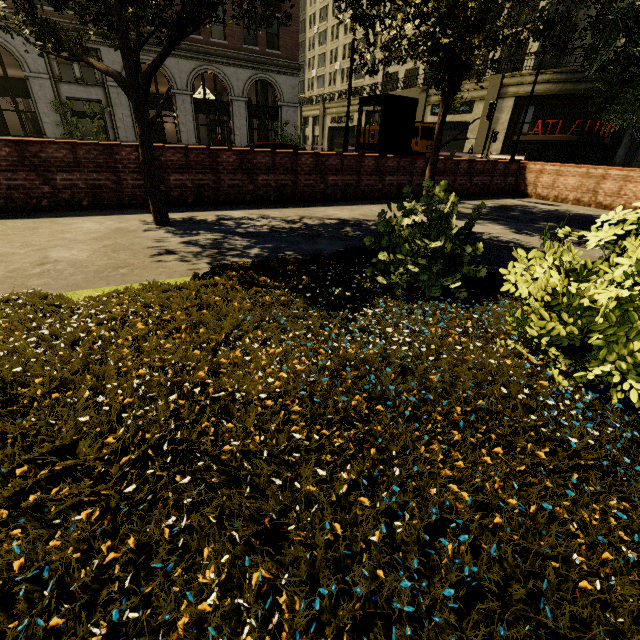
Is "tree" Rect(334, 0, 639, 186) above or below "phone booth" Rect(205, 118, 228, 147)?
above

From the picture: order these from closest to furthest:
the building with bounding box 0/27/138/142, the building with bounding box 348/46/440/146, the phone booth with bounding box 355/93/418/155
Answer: the phone booth with bounding box 355/93/418/155 < the building with bounding box 0/27/138/142 < the building with bounding box 348/46/440/146

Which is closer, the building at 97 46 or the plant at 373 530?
the plant at 373 530

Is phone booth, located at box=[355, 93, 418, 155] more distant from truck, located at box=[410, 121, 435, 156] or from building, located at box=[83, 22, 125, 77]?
building, located at box=[83, 22, 125, 77]

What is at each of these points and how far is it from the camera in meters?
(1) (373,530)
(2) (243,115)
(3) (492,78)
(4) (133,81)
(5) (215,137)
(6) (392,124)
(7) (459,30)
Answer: (1) plant, 1.2
(2) building, 24.9
(3) building, 25.6
(4) tree, 4.7
(5) phone booth, 24.5
(6) phone booth, 9.3
(7) tree, 5.6

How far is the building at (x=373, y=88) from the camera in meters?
31.4

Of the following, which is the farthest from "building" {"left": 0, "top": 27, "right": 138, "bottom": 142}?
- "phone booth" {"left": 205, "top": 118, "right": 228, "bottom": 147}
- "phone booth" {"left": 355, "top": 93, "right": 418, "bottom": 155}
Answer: Result: "phone booth" {"left": 355, "top": 93, "right": 418, "bottom": 155}

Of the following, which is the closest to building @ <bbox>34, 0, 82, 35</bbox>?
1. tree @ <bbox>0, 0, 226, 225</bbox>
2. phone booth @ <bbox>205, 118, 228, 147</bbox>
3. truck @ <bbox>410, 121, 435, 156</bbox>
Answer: phone booth @ <bbox>205, 118, 228, 147</bbox>
